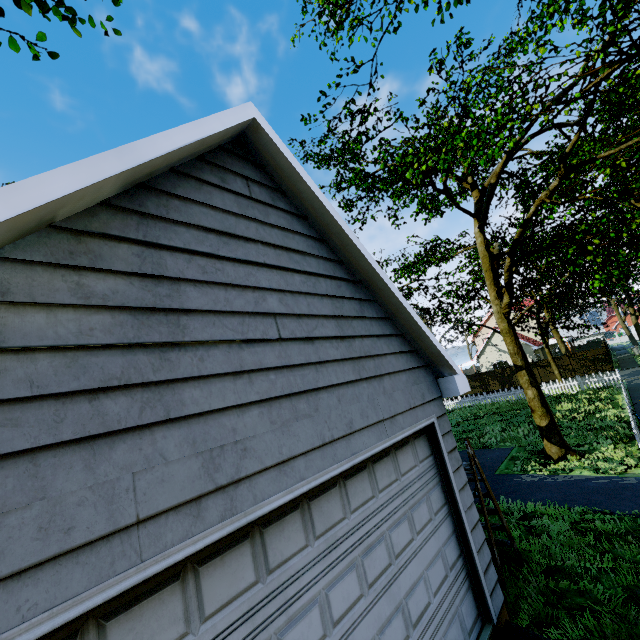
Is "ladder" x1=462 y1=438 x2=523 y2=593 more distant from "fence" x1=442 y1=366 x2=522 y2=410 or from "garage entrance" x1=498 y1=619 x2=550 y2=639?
"fence" x1=442 y1=366 x2=522 y2=410

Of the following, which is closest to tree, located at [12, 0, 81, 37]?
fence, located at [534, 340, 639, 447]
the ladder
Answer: fence, located at [534, 340, 639, 447]

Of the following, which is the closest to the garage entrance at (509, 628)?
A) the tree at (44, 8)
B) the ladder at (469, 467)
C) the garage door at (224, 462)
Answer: the garage door at (224, 462)

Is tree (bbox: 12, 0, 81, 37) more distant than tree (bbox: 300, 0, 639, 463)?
No

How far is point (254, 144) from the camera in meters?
3.4 m

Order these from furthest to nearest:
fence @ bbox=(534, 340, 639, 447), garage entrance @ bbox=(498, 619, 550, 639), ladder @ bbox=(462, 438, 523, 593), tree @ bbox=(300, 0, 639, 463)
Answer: fence @ bbox=(534, 340, 639, 447), tree @ bbox=(300, 0, 639, 463), ladder @ bbox=(462, 438, 523, 593), garage entrance @ bbox=(498, 619, 550, 639)

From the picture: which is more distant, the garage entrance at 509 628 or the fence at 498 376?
the fence at 498 376

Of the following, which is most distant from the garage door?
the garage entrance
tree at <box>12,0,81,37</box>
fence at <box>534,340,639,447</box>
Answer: fence at <box>534,340,639,447</box>
